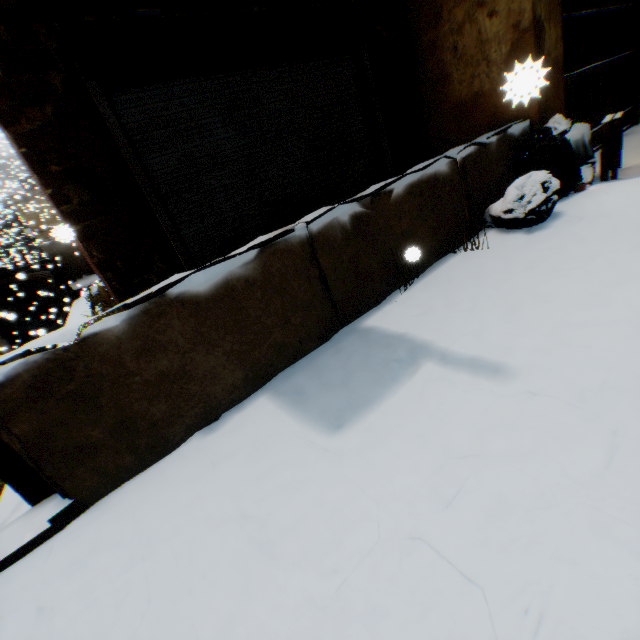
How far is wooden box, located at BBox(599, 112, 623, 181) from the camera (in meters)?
3.50

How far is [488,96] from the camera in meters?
4.1

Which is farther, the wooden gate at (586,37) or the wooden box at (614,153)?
the wooden gate at (586,37)

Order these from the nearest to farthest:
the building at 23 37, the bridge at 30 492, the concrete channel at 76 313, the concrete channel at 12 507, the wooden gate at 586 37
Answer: the bridge at 30 492 < the building at 23 37 < the concrete channel at 12 507 < the wooden gate at 586 37 < the concrete channel at 76 313

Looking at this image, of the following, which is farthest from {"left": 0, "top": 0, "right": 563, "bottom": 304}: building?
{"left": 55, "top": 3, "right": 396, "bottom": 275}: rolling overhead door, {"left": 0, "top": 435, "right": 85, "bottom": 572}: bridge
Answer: {"left": 0, "top": 435, "right": 85, "bottom": 572}: bridge

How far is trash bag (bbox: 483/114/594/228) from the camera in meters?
3.0 m

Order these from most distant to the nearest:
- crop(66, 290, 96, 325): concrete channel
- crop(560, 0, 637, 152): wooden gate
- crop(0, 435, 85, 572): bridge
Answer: crop(66, 290, 96, 325): concrete channel
crop(560, 0, 637, 152): wooden gate
crop(0, 435, 85, 572): bridge

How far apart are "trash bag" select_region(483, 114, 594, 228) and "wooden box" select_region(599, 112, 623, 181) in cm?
8
